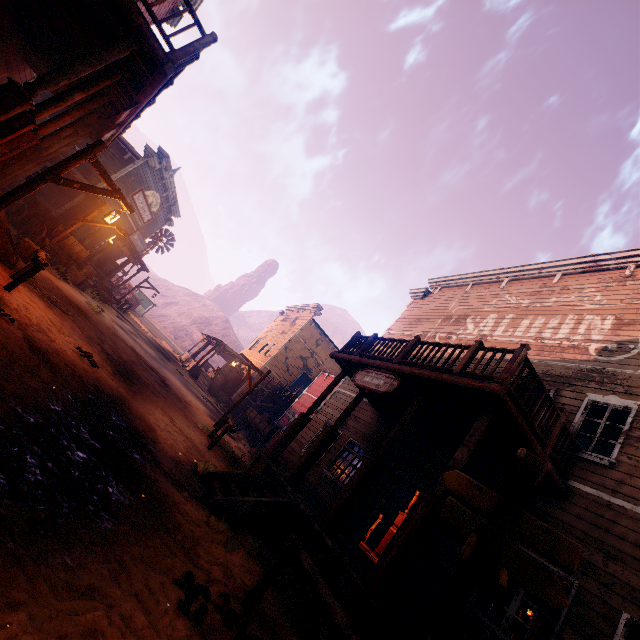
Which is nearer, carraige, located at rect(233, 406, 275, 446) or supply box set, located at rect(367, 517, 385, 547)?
supply box set, located at rect(367, 517, 385, 547)

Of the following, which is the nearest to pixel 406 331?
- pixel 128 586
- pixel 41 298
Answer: pixel 41 298

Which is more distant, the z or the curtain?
the curtain

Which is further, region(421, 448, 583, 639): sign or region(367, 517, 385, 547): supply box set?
region(367, 517, 385, 547): supply box set

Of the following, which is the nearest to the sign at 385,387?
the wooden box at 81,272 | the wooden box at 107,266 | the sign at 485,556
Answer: the sign at 485,556

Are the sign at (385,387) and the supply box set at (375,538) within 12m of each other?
yes

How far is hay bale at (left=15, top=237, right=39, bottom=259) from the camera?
10.3 meters

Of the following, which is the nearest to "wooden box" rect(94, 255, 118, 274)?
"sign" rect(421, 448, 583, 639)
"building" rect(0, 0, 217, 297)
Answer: "building" rect(0, 0, 217, 297)
